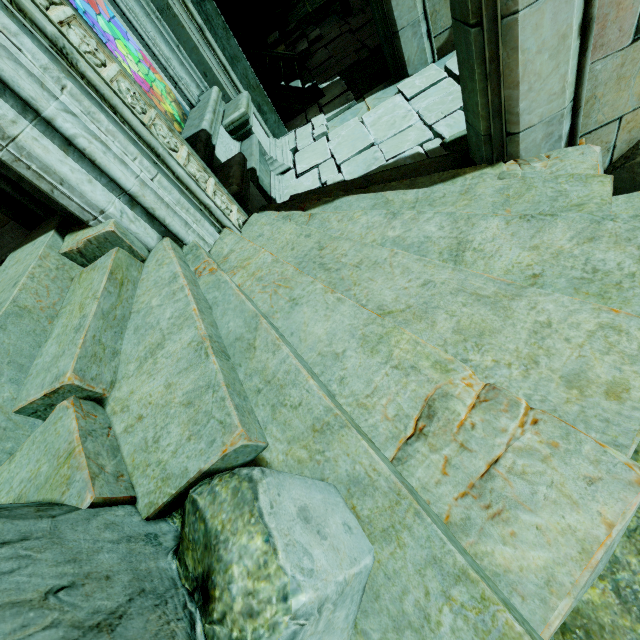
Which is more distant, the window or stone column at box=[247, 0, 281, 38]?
stone column at box=[247, 0, 281, 38]

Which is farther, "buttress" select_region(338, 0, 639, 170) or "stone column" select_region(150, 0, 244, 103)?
"stone column" select_region(150, 0, 244, 103)

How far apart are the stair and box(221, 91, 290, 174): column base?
1.7 meters

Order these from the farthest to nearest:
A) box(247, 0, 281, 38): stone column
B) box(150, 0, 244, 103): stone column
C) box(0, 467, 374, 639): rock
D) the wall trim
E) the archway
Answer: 1. box(247, 0, 281, 38): stone column
2. box(150, 0, 244, 103): stone column
3. the wall trim
4. the archway
5. box(0, 467, 374, 639): rock

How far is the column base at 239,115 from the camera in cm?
561

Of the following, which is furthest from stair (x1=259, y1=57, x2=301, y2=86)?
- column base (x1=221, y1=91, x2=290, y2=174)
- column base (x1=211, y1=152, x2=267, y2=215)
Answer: column base (x1=211, y1=152, x2=267, y2=215)

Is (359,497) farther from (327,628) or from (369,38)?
(369,38)

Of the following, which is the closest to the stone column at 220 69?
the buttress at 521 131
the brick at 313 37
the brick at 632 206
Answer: the buttress at 521 131
